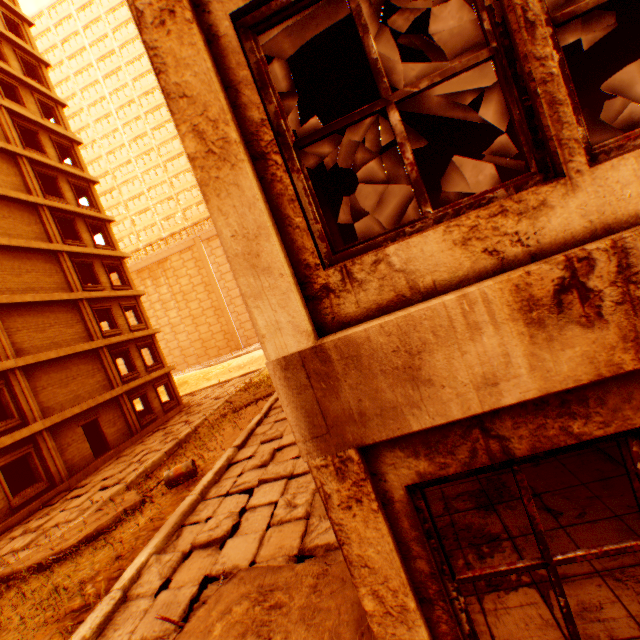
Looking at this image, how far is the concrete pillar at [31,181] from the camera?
18.8m

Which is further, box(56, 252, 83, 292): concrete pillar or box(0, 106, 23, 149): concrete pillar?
box(56, 252, 83, 292): concrete pillar

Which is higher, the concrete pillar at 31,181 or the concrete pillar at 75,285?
the concrete pillar at 31,181

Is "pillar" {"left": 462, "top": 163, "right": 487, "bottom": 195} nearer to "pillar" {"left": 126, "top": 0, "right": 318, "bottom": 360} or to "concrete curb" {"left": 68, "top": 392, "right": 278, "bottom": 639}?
"pillar" {"left": 126, "top": 0, "right": 318, "bottom": 360}

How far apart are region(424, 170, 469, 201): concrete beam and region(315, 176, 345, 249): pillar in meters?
4.6 m

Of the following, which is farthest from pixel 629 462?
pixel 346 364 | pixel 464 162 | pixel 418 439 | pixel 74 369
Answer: pixel 74 369

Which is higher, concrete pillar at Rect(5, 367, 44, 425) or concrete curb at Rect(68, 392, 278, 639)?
concrete pillar at Rect(5, 367, 44, 425)

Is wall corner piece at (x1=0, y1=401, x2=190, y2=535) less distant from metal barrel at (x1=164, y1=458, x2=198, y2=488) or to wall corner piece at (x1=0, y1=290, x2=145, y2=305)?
metal barrel at (x1=164, y1=458, x2=198, y2=488)
